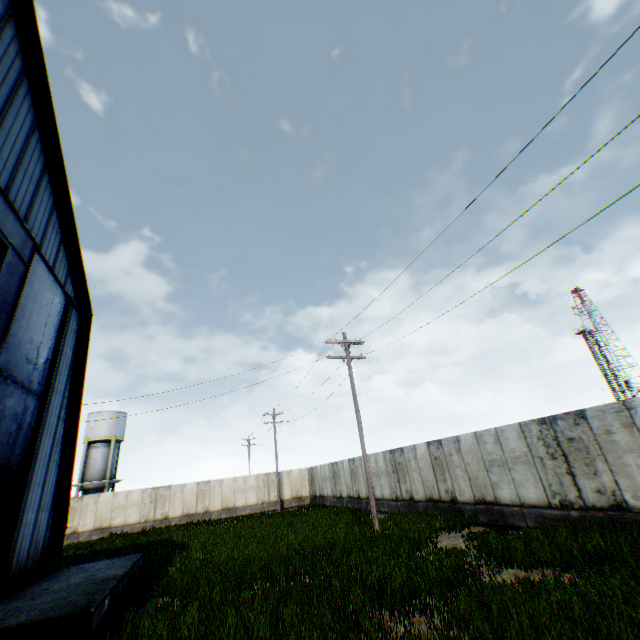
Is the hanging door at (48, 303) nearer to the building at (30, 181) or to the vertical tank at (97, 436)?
the building at (30, 181)

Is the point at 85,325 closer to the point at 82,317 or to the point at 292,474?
the point at 82,317

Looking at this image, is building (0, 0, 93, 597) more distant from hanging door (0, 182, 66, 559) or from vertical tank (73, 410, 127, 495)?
vertical tank (73, 410, 127, 495)

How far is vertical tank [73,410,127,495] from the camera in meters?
35.0

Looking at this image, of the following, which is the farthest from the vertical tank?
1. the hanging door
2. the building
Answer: the hanging door

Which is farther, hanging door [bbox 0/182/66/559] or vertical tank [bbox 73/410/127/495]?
vertical tank [bbox 73/410/127/495]

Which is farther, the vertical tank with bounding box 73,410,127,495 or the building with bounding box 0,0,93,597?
the vertical tank with bounding box 73,410,127,495
